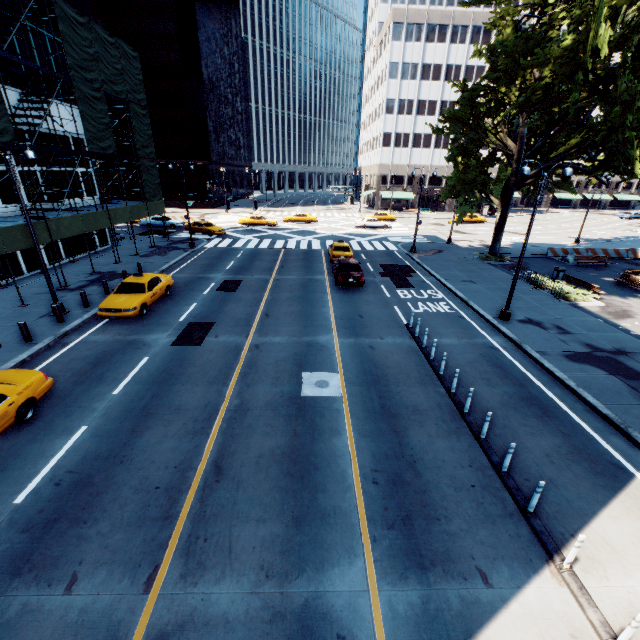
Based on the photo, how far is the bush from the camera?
19.48m

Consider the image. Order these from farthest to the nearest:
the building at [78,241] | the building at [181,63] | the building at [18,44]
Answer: the building at [181,63] → the building at [78,241] → the building at [18,44]

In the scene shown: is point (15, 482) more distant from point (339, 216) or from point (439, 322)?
point (339, 216)

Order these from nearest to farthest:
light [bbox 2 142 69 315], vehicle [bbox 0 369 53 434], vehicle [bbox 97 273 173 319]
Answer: vehicle [bbox 0 369 53 434], light [bbox 2 142 69 315], vehicle [bbox 97 273 173 319]

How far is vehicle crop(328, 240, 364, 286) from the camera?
20.2m

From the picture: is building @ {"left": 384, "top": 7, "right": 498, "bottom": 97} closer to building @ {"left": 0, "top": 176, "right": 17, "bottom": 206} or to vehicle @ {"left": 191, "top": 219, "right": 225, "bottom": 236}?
vehicle @ {"left": 191, "top": 219, "right": 225, "bottom": 236}

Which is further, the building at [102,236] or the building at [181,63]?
the building at [181,63]

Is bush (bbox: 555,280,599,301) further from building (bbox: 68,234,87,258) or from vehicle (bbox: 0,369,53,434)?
building (bbox: 68,234,87,258)
